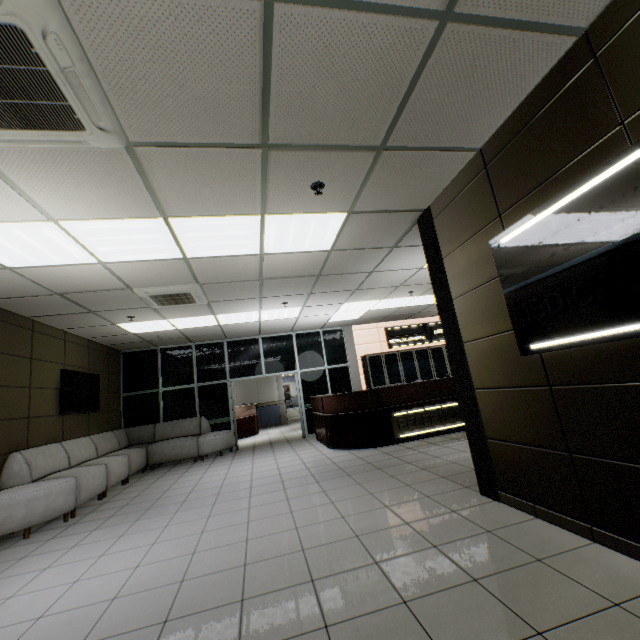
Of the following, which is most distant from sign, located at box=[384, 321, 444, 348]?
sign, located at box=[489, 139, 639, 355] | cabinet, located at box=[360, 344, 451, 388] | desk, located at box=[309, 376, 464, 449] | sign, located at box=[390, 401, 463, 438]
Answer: sign, located at box=[489, 139, 639, 355]

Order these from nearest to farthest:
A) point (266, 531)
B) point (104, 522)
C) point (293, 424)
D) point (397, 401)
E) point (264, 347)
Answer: point (266, 531) → point (104, 522) → point (397, 401) → point (264, 347) → point (293, 424)

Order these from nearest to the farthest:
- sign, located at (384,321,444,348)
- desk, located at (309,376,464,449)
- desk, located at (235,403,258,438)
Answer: desk, located at (309,376,464,449) < sign, located at (384,321,444,348) < desk, located at (235,403,258,438)

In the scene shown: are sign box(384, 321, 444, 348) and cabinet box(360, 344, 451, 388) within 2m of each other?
yes

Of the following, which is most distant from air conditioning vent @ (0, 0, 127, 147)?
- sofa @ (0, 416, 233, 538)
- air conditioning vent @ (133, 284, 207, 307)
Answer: sofa @ (0, 416, 233, 538)

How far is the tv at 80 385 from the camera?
6.22m

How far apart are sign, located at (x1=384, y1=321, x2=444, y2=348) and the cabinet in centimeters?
19cm

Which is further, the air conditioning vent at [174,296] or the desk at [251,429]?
the desk at [251,429]
